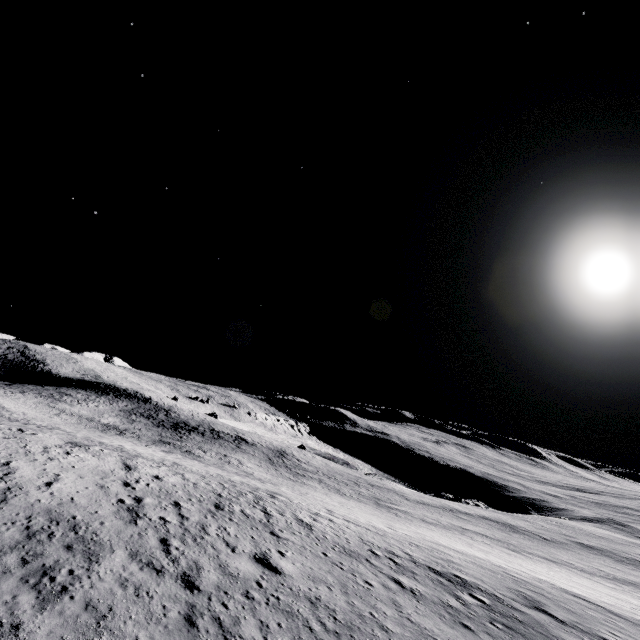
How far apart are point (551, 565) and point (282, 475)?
31.4m
